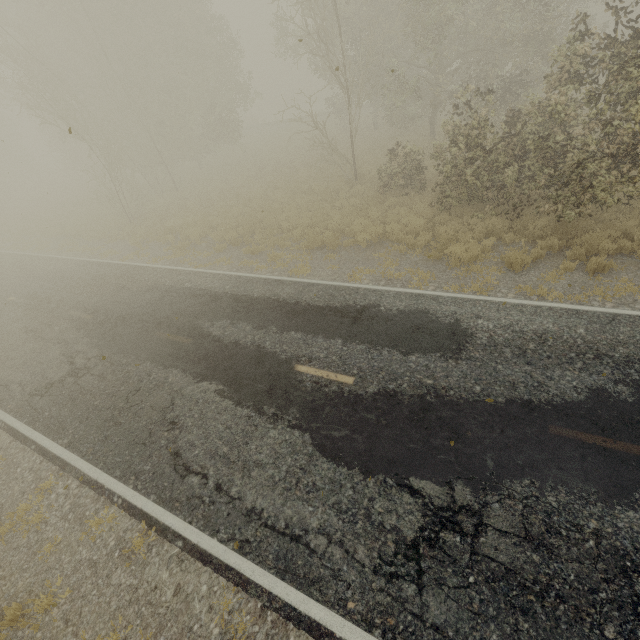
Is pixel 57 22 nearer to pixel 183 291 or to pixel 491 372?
pixel 183 291
